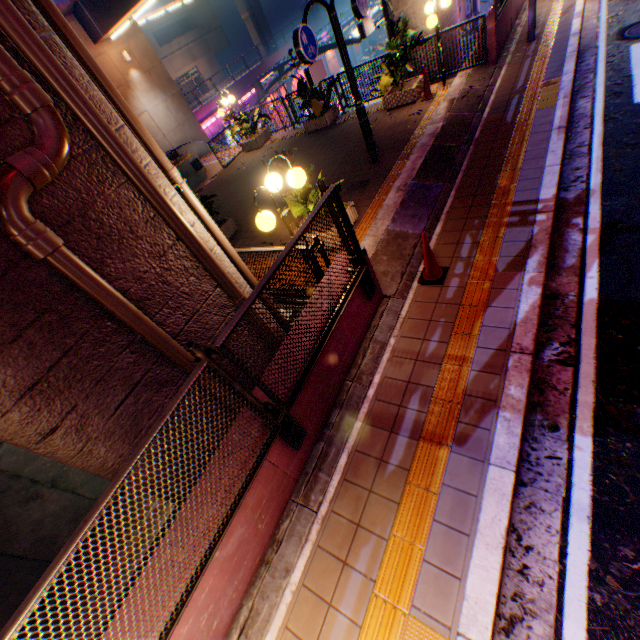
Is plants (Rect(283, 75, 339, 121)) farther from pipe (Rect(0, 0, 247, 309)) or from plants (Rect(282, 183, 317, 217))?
pipe (Rect(0, 0, 247, 309))

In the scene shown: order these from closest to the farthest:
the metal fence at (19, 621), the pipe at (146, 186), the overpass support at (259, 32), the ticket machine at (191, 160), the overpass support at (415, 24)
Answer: the metal fence at (19, 621), the pipe at (146, 186), the overpass support at (415, 24), the ticket machine at (191, 160), the overpass support at (259, 32)

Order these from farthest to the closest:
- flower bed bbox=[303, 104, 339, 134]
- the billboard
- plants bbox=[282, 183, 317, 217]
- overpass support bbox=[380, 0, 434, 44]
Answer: the billboard → flower bed bbox=[303, 104, 339, 134] → overpass support bbox=[380, 0, 434, 44] → plants bbox=[282, 183, 317, 217]

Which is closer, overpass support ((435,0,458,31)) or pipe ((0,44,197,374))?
pipe ((0,44,197,374))

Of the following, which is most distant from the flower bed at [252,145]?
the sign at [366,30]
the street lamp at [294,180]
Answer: the street lamp at [294,180]

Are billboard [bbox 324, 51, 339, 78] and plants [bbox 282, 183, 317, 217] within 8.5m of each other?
no

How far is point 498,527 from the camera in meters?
2.9

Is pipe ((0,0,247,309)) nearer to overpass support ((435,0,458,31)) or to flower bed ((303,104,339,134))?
overpass support ((435,0,458,31))
